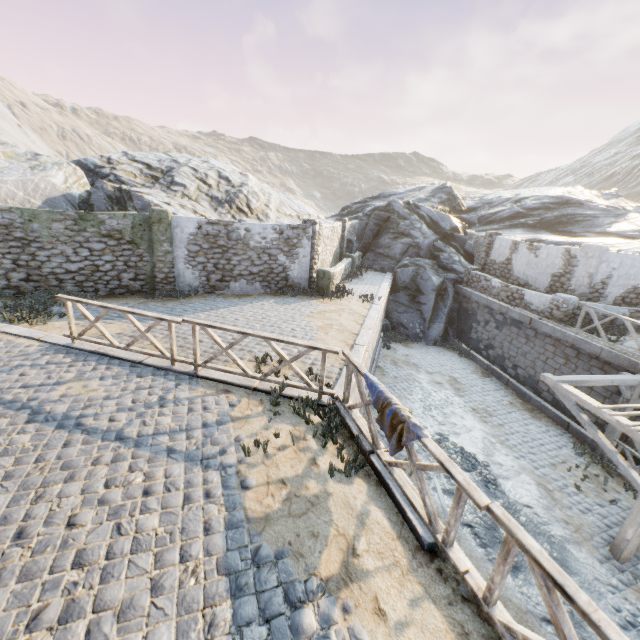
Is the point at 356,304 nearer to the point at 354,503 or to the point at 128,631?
the point at 354,503

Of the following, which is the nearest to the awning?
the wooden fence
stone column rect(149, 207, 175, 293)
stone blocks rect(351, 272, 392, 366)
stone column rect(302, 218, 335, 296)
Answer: stone blocks rect(351, 272, 392, 366)

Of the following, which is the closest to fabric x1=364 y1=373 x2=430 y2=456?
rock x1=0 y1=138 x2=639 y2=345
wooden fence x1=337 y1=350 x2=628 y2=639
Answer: wooden fence x1=337 y1=350 x2=628 y2=639

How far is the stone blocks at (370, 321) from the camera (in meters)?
8.71

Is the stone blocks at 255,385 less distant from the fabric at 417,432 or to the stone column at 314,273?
the fabric at 417,432

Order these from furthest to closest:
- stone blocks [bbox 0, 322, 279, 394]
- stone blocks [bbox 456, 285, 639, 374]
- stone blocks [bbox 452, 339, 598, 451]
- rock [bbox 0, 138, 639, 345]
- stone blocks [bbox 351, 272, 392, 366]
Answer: rock [bbox 0, 138, 639, 345]
stone blocks [bbox 452, 339, 598, 451]
stone blocks [bbox 456, 285, 639, 374]
stone blocks [bbox 351, 272, 392, 366]
stone blocks [bbox 0, 322, 279, 394]

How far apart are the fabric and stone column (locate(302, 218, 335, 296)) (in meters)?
9.02

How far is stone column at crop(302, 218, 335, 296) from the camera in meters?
13.8
